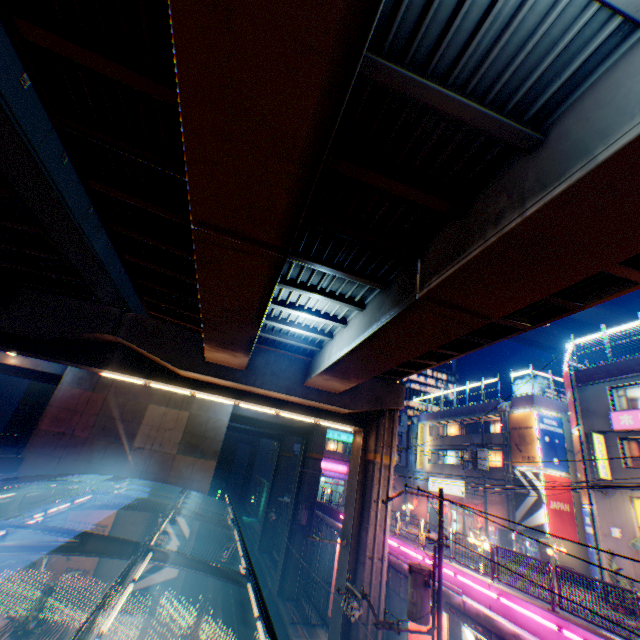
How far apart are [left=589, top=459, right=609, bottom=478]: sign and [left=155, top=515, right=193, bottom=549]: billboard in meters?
24.8

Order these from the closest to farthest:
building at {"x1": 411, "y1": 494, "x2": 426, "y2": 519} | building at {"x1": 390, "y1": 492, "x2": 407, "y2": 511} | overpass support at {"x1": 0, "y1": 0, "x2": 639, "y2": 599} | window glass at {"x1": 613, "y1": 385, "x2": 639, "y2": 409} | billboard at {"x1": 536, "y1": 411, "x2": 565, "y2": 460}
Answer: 1. overpass support at {"x1": 0, "y1": 0, "x2": 639, "y2": 599}
2. window glass at {"x1": 613, "y1": 385, "x2": 639, "y2": 409}
3. billboard at {"x1": 536, "y1": 411, "x2": 565, "y2": 460}
4. building at {"x1": 411, "y1": 494, "x2": 426, "y2": 519}
5. building at {"x1": 390, "y1": 492, "x2": 407, "y2": 511}

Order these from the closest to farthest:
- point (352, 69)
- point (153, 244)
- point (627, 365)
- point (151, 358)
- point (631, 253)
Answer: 1. point (352, 69)
2. point (631, 253)
3. point (153, 244)
4. point (151, 358)
5. point (627, 365)

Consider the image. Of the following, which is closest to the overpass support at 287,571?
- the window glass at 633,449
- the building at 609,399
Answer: the building at 609,399

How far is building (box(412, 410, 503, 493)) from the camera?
29.7m

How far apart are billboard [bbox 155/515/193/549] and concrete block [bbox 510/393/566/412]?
27.4m

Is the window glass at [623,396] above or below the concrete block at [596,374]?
below

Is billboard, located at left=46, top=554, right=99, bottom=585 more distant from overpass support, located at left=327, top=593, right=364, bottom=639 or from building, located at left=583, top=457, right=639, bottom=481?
building, located at left=583, top=457, right=639, bottom=481
